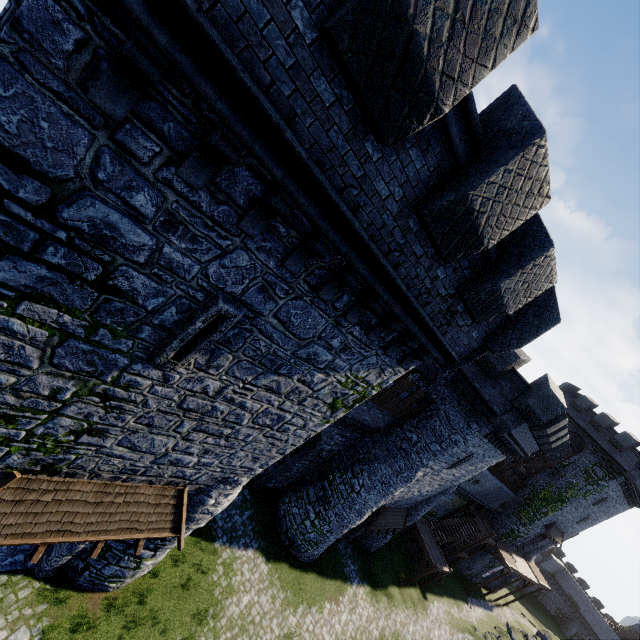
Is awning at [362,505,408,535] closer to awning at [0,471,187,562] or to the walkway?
the walkway

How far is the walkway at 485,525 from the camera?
31.11m

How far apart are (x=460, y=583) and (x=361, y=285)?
42.6m

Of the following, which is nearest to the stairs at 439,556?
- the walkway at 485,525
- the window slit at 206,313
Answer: the walkway at 485,525

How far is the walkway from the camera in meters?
31.1

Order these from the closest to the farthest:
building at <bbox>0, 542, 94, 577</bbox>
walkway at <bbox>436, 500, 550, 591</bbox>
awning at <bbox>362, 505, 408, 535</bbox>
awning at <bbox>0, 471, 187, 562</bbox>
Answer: awning at <bbox>0, 471, 187, 562</bbox> < building at <bbox>0, 542, 94, 577</bbox> < awning at <bbox>362, 505, 408, 535</bbox> < walkway at <bbox>436, 500, 550, 591</bbox>

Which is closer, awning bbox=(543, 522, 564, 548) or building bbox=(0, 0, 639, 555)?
building bbox=(0, 0, 639, 555)

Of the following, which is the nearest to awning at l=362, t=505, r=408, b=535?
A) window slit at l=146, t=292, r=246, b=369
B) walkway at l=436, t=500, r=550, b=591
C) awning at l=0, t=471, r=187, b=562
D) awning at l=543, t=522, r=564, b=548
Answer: walkway at l=436, t=500, r=550, b=591
